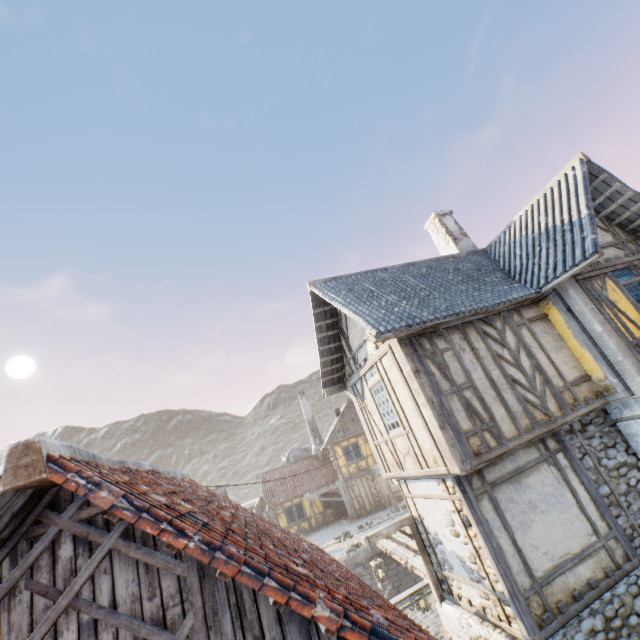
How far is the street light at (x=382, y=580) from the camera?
7.9m

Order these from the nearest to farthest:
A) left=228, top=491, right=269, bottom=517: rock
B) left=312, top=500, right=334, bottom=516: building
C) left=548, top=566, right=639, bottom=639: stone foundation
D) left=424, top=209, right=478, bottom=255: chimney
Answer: left=548, top=566, right=639, bottom=639: stone foundation → left=424, top=209, right=478, bottom=255: chimney → left=312, top=500, right=334, bottom=516: building → left=228, top=491, right=269, bottom=517: rock

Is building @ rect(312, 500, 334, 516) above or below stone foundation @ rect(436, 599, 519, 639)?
above

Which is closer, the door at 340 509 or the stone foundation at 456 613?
the stone foundation at 456 613

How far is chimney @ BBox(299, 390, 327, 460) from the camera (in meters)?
31.68

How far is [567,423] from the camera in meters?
7.3

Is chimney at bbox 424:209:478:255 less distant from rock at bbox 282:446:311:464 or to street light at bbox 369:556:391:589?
street light at bbox 369:556:391:589

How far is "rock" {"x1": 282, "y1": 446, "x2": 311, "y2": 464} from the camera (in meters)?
38.50
